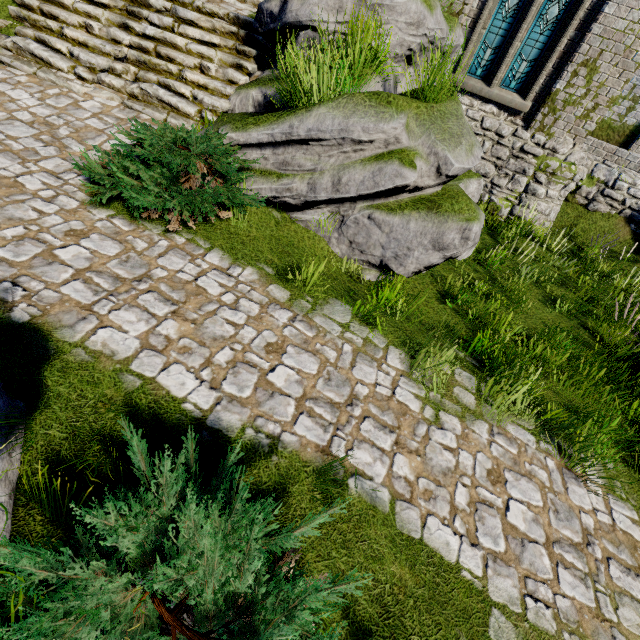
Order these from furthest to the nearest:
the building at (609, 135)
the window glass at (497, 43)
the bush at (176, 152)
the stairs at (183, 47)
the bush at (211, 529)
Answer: the window glass at (497, 43) → the building at (609, 135) → the stairs at (183, 47) → the bush at (176, 152) → the bush at (211, 529)

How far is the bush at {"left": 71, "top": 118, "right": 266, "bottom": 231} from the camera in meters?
4.1 m

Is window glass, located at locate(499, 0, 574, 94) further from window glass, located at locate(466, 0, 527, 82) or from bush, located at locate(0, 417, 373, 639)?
bush, located at locate(0, 417, 373, 639)

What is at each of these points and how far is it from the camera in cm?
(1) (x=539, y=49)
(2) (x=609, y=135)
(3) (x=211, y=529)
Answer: (1) window glass, 837
(2) building, 1081
(3) bush, 181

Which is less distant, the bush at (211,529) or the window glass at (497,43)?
the bush at (211,529)

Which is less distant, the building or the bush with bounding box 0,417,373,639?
the bush with bounding box 0,417,373,639

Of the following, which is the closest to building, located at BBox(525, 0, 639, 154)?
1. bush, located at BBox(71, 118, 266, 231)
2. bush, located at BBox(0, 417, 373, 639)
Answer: bush, located at BBox(71, 118, 266, 231)

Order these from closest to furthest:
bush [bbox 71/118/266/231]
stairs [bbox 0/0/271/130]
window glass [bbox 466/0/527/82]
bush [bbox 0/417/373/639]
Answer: bush [bbox 0/417/373/639], bush [bbox 71/118/266/231], stairs [bbox 0/0/271/130], window glass [bbox 466/0/527/82]
